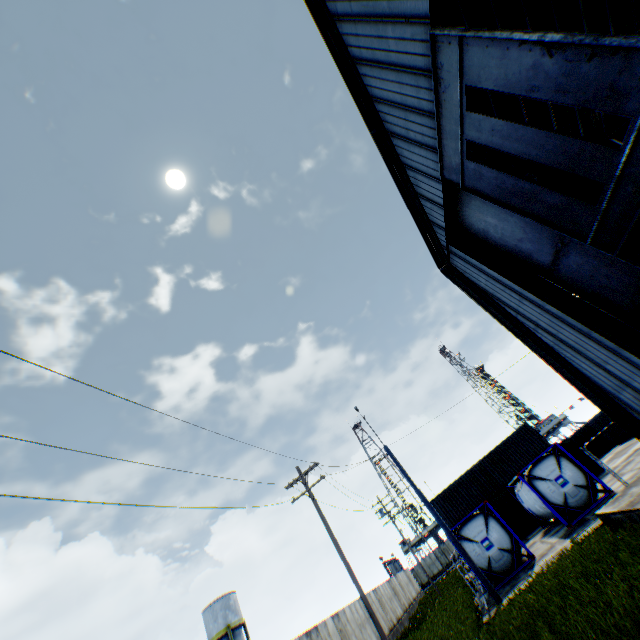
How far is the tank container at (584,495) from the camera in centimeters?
1645cm

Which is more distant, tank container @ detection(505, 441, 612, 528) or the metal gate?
the metal gate

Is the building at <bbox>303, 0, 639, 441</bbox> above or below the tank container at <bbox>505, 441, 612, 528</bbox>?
above

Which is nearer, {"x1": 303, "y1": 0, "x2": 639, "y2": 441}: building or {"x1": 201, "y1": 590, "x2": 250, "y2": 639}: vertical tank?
{"x1": 303, "y1": 0, "x2": 639, "y2": 441}: building

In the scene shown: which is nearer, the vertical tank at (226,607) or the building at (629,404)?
the building at (629,404)

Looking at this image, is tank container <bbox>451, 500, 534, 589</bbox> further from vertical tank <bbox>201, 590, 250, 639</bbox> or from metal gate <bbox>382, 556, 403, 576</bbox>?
metal gate <bbox>382, 556, 403, 576</bbox>

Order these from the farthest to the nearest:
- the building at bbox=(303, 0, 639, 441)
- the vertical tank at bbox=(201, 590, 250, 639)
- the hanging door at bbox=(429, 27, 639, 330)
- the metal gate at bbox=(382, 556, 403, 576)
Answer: the metal gate at bbox=(382, 556, 403, 576)
the vertical tank at bbox=(201, 590, 250, 639)
the building at bbox=(303, 0, 639, 441)
the hanging door at bbox=(429, 27, 639, 330)

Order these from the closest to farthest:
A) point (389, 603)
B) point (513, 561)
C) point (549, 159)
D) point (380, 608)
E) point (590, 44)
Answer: point (590, 44)
point (549, 159)
point (513, 561)
point (380, 608)
point (389, 603)
